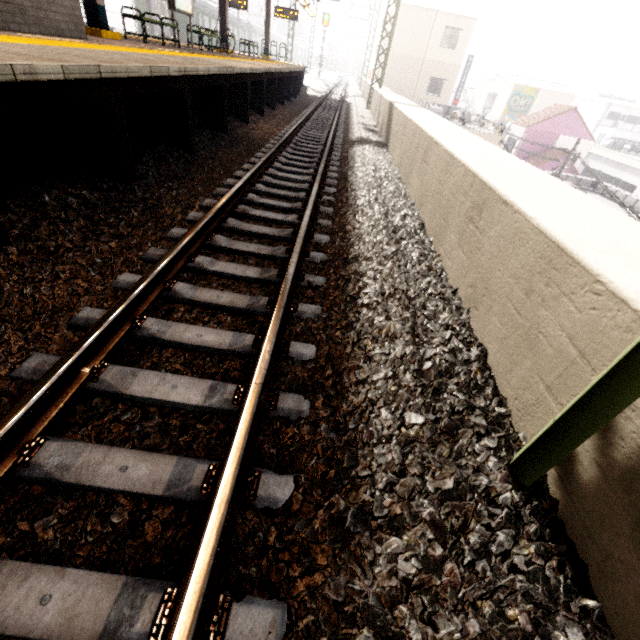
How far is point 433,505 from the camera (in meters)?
1.44

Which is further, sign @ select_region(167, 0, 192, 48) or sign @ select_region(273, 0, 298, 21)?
sign @ select_region(273, 0, 298, 21)

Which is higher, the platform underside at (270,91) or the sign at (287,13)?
the sign at (287,13)

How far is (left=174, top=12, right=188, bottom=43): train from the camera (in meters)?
25.75

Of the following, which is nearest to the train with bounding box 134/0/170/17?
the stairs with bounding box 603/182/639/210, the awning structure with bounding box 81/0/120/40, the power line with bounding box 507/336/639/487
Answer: the awning structure with bounding box 81/0/120/40

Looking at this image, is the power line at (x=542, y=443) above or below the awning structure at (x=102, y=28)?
below

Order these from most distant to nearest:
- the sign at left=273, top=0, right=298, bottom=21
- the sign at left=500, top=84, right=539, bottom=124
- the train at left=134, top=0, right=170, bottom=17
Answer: the sign at left=500, top=84, right=539, bottom=124, the train at left=134, top=0, right=170, bottom=17, the sign at left=273, top=0, right=298, bottom=21

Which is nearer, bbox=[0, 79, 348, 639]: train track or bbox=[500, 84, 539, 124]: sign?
bbox=[0, 79, 348, 639]: train track
